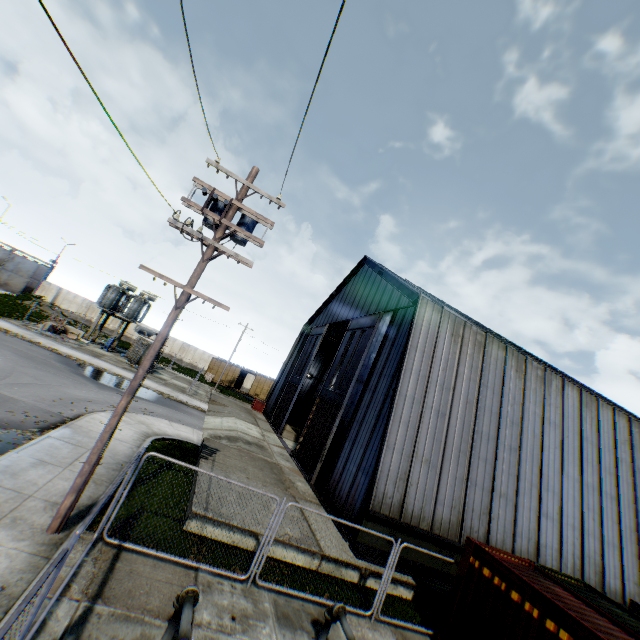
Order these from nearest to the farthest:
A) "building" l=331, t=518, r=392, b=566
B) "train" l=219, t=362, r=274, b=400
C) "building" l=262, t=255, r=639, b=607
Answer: "building" l=331, t=518, r=392, b=566 < "building" l=262, t=255, r=639, b=607 < "train" l=219, t=362, r=274, b=400

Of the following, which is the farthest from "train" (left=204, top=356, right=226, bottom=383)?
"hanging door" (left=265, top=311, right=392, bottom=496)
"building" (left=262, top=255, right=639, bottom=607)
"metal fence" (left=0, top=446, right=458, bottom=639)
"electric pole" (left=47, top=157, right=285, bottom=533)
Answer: "electric pole" (left=47, top=157, right=285, bottom=533)

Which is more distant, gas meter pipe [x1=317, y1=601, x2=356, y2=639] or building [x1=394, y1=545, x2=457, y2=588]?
building [x1=394, y1=545, x2=457, y2=588]

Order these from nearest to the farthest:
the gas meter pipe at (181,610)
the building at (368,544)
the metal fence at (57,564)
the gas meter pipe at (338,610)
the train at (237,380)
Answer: the metal fence at (57,564)
the gas meter pipe at (181,610)
the gas meter pipe at (338,610)
the building at (368,544)
the train at (237,380)

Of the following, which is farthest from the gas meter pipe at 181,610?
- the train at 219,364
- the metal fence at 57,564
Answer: the train at 219,364

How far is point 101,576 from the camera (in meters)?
6.41

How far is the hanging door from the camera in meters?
17.5

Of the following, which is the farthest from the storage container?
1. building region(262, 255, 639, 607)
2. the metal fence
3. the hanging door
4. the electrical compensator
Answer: the electrical compensator
